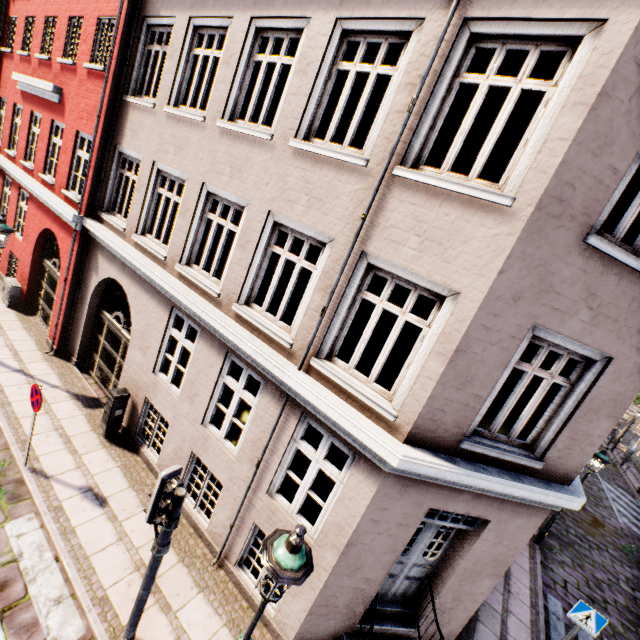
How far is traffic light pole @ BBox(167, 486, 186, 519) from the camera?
4.0m

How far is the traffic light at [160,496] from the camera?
3.6m

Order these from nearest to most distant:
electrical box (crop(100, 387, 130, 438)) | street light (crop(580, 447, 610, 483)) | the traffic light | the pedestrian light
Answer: the traffic light, the pedestrian light, electrical box (crop(100, 387, 130, 438)), street light (crop(580, 447, 610, 483))

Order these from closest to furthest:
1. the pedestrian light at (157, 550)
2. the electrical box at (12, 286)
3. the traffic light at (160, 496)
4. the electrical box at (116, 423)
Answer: the traffic light at (160, 496)
the pedestrian light at (157, 550)
the electrical box at (116, 423)
the electrical box at (12, 286)

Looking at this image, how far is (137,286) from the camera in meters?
7.9

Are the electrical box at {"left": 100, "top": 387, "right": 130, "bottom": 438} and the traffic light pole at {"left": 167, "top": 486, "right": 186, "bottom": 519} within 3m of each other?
no

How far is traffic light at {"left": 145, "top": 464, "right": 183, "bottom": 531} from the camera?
3.6m

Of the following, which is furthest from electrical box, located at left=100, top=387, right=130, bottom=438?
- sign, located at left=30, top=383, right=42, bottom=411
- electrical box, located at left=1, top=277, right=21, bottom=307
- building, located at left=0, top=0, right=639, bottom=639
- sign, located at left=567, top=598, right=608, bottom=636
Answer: sign, located at left=567, top=598, right=608, bottom=636
